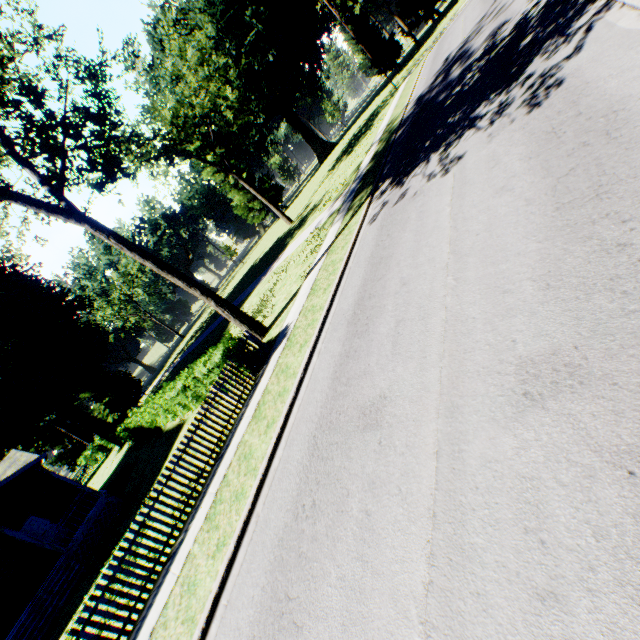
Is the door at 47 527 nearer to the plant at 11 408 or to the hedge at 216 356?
the hedge at 216 356

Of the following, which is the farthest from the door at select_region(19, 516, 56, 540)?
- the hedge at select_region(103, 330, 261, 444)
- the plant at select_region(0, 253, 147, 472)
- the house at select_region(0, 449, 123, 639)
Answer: the plant at select_region(0, 253, 147, 472)

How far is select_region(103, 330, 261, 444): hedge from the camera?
11.6 meters

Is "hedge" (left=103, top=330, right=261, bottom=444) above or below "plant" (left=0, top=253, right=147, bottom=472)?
below

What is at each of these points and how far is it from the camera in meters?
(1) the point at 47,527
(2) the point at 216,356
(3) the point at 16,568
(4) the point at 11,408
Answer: (1) door, 18.4 m
(2) hedge, 11.4 m
(3) house, 17.1 m
(4) plant, 28.2 m

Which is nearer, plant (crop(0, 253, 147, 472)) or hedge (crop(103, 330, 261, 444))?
hedge (crop(103, 330, 261, 444))

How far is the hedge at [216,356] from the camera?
11.6m

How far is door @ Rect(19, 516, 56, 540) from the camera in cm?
1788
